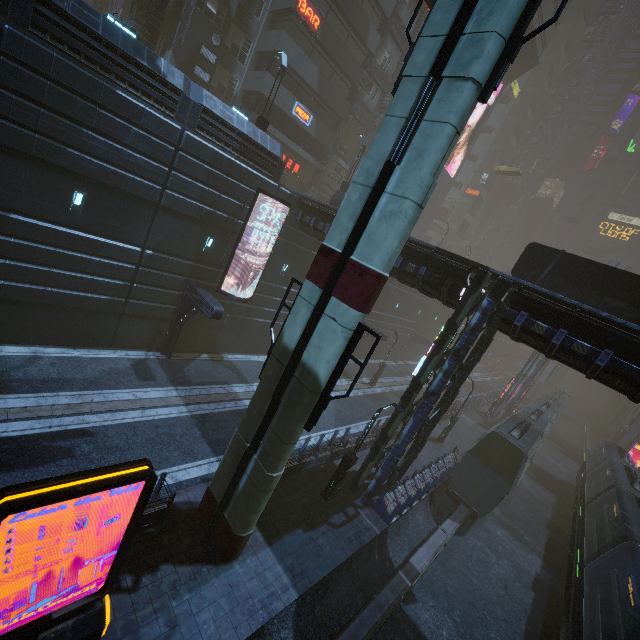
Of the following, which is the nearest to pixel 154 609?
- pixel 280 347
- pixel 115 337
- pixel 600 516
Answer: pixel 280 347

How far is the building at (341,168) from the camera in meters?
25.0

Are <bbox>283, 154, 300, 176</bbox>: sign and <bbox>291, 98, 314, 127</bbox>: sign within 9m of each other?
yes

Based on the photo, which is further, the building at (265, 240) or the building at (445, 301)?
the building at (265, 240)

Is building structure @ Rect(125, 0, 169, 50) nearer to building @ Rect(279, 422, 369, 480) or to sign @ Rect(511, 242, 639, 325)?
building @ Rect(279, 422, 369, 480)

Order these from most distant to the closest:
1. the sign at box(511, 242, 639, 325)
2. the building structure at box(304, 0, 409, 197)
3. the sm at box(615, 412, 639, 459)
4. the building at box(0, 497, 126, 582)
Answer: the sm at box(615, 412, 639, 459)
the building structure at box(304, 0, 409, 197)
the sign at box(511, 242, 639, 325)
the building at box(0, 497, 126, 582)

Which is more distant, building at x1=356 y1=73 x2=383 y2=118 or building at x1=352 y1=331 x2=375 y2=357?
building at x1=356 y1=73 x2=383 y2=118

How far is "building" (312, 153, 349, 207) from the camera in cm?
2498
